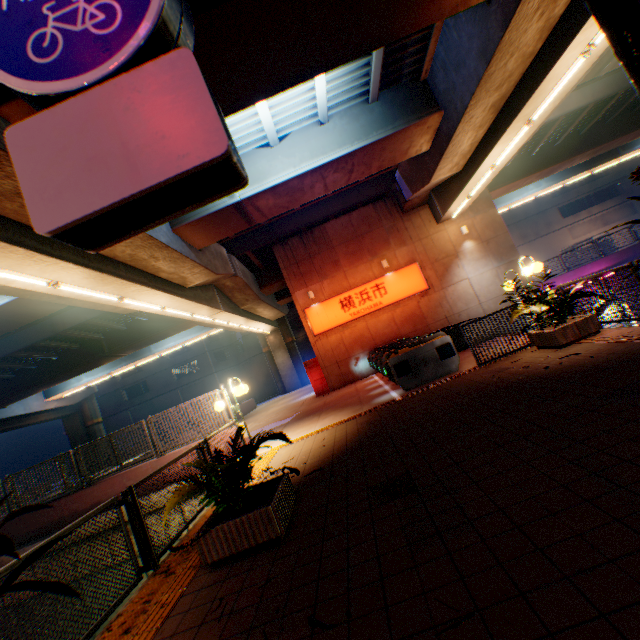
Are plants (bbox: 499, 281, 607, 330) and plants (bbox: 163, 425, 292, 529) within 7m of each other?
yes

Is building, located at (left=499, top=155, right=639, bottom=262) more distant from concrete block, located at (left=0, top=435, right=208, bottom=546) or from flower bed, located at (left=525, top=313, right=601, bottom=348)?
flower bed, located at (left=525, top=313, right=601, bottom=348)

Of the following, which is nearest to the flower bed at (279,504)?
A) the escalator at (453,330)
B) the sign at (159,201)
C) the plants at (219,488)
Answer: the plants at (219,488)

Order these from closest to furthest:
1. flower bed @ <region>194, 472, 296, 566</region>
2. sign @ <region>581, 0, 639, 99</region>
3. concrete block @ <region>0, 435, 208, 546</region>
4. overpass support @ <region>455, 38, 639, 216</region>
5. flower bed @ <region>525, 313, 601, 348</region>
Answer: sign @ <region>581, 0, 639, 99</region> → flower bed @ <region>194, 472, 296, 566</region> → flower bed @ <region>525, 313, 601, 348</region> → concrete block @ <region>0, 435, 208, 546</region> → overpass support @ <region>455, 38, 639, 216</region>

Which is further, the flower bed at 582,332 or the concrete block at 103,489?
the concrete block at 103,489

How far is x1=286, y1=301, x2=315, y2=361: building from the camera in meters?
42.5

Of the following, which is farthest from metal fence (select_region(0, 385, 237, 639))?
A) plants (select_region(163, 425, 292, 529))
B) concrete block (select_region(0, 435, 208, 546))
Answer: plants (select_region(163, 425, 292, 529))

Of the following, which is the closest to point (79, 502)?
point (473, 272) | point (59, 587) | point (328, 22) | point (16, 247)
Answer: point (16, 247)
